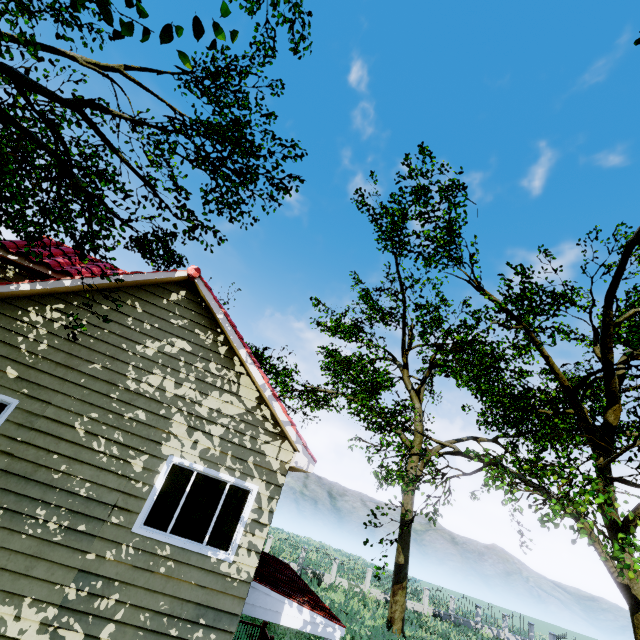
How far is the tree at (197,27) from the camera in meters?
1.9 m

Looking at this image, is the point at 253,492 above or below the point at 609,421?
below

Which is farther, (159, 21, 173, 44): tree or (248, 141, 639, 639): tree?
(248, 141, 639, 639): tree

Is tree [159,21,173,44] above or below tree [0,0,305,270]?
below

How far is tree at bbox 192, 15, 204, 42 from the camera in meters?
1.9 m

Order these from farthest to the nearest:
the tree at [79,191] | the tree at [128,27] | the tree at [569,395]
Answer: the tree at [569,395], the tree at [79,191], the tree at [128,27]
